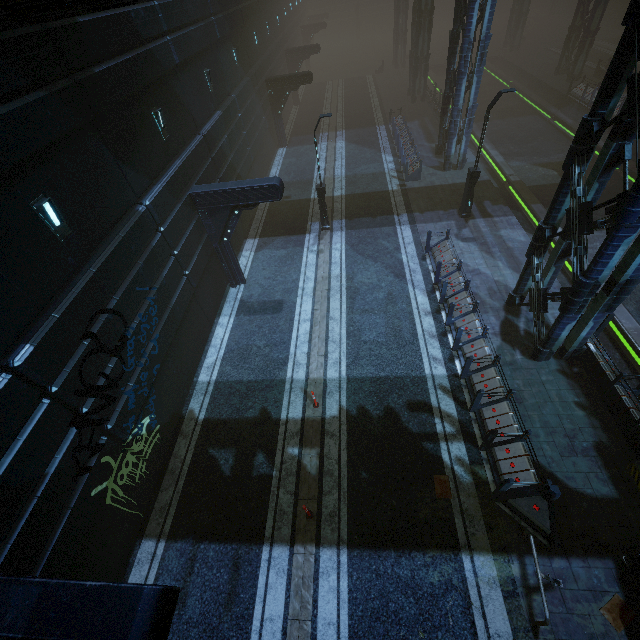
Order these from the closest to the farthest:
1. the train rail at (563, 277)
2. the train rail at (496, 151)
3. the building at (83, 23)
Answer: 1. the building at (83, 23)
2. the train rail at (563, 277)
3. the train rail at (496, 151)

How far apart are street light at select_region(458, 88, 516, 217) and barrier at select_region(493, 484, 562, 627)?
13.5 meters

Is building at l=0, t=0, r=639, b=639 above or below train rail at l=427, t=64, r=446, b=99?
above

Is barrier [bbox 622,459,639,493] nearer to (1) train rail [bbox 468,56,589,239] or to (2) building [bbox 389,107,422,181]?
(2) building [bbox 389,107,422,181]

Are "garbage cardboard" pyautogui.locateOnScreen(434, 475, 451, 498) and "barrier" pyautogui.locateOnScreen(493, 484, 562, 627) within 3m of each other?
yes

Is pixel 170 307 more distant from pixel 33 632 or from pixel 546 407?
pixel 546 407

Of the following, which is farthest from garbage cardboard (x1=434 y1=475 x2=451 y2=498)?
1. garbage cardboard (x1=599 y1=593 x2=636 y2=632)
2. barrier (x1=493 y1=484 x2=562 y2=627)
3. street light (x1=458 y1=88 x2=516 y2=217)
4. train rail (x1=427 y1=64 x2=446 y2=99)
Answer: train rail (x1=427 y1=64 x2=446 y2=99)

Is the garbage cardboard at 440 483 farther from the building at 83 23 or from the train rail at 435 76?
the train rail at 435 76
